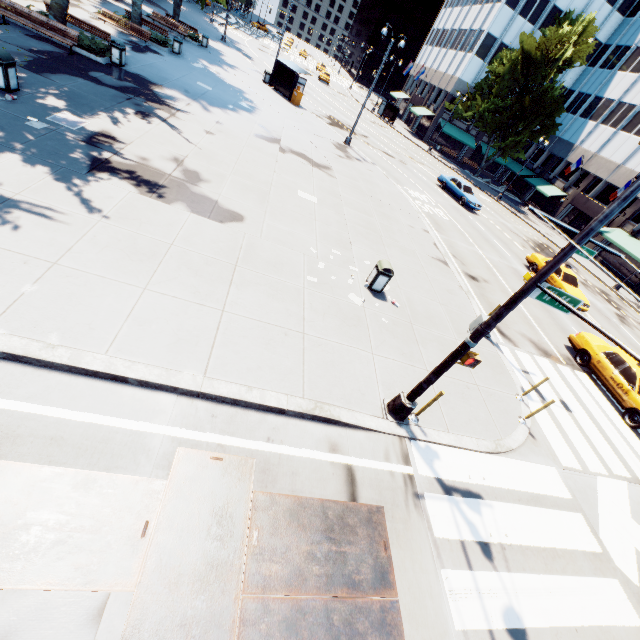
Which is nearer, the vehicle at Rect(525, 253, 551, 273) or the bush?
the bush

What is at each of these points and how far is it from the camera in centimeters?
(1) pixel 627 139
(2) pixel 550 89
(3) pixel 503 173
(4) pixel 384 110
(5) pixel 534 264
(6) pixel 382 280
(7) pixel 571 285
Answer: (1) building, 3759cm
(2) tree, 3869cm
(3) building, 5516cm
(4) bus stop, 5212cm
(5) vehicle, 2192cm
(6) garbage can, 1059cm
(7) vehicle, 2008cm

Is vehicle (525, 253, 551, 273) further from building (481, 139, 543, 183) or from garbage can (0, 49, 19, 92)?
garbage can (0, 49, 19, 92)

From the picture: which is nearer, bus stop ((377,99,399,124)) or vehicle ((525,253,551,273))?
vehicle ((525,253,551,273))

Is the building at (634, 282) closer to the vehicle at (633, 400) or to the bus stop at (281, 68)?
the bus stop at (281, 68)

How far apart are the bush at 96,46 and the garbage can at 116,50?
0.0 meters

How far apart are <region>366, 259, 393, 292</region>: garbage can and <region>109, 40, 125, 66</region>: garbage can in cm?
1711

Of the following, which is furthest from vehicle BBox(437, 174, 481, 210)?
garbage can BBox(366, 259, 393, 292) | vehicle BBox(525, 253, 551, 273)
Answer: garbage can BBox(366, 259, 393, 292)
